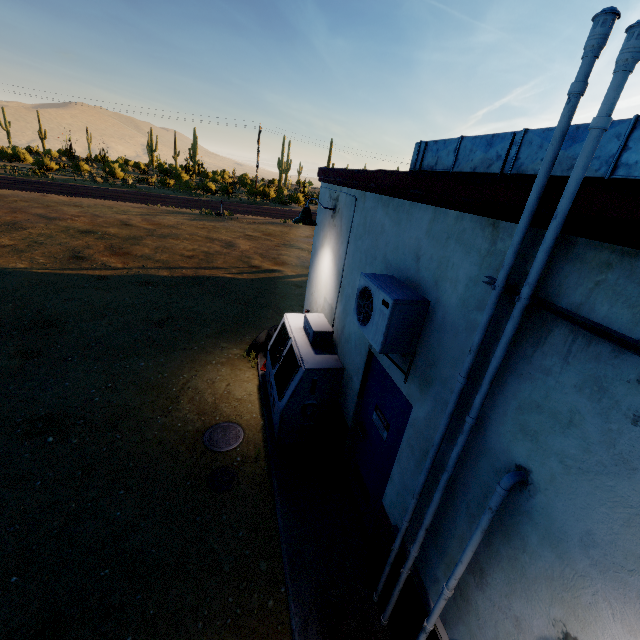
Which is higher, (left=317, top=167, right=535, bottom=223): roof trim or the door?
(left=317, top=167, right=535, bottom=223): roof trim

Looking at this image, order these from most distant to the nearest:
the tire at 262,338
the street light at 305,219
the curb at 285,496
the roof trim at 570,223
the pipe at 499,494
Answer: the tire at 262,338, the street light at 305,219, the curb at 285,496, the pipe at 499,494, the roof trim at 570,223

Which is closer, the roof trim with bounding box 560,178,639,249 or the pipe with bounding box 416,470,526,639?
the roof trim with bounding box 560,178,639,249

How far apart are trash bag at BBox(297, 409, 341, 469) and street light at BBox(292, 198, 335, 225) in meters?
3.1 m

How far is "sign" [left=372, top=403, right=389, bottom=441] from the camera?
3.8m

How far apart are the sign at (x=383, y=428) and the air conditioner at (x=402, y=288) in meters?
0.8

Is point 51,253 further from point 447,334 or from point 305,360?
point 447,334

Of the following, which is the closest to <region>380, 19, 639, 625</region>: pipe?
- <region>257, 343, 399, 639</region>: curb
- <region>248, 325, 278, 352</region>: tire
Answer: <region>257, 343, 399, 639</region>: curb
